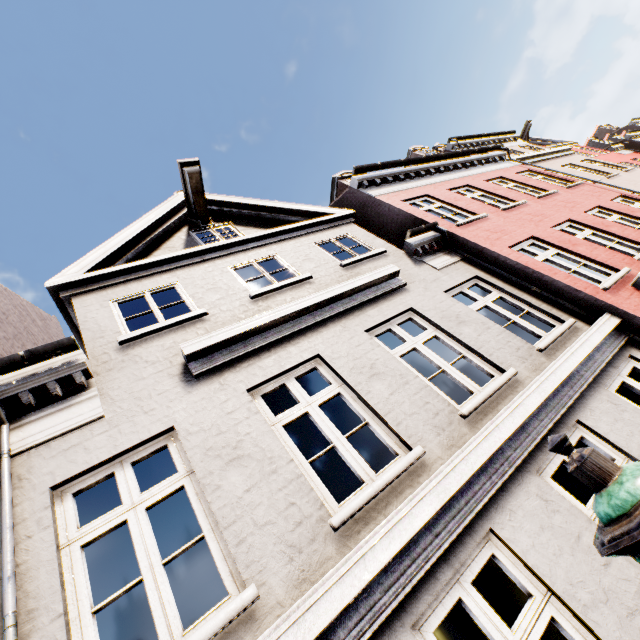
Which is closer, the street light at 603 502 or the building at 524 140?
the street light at 603 502

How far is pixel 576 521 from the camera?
3.0m

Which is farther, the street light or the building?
the building
